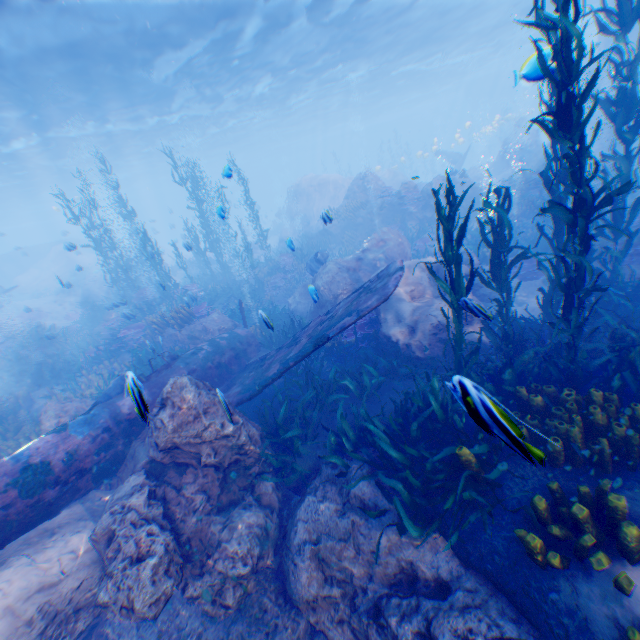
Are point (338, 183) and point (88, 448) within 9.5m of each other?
no

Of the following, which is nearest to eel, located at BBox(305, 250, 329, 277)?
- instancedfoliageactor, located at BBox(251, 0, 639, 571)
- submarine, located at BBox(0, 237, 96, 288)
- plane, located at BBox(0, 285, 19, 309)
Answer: instancedfoliageactor, located at BBox(251, 0, 639, 571)

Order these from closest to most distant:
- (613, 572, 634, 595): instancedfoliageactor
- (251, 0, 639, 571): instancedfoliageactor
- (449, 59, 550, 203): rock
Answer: (613, 572, 634, 595): instancedfoliageactor → (251, 0, 639, 571): instancedfoliageactor → (449, 59, 550, 203): rock

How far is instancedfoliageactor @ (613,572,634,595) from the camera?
2.8m

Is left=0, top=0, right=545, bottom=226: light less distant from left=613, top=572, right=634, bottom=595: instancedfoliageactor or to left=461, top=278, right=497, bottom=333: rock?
left=461, top=278, right=497, bottom=333: rock

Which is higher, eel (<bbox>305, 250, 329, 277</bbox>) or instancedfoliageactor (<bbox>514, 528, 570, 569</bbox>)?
eel (<bbox>305, 250, 329, 277</bbox>)

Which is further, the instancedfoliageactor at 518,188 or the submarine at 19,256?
the submarine at 19,256

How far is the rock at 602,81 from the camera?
20.41m
